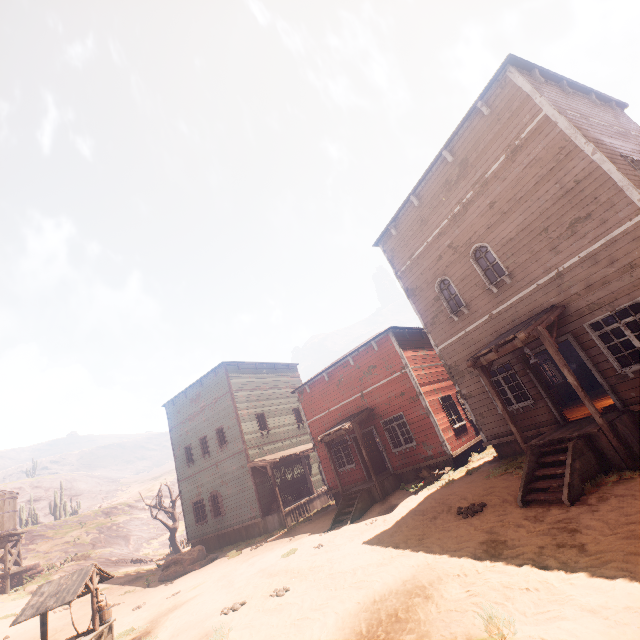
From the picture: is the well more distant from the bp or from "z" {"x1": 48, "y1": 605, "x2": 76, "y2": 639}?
the bp

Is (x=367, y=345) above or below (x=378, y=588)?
above

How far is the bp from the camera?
17.0 meters

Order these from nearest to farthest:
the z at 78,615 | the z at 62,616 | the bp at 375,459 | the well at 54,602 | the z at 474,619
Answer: the z at 474,619
the well at 54,602
the z at 62,616
the z at 78,615
the bp at 375,459

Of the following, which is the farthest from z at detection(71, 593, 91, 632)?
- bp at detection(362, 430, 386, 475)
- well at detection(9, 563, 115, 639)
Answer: bp at detection(362, 430, 386, 475)

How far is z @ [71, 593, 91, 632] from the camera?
13.00m

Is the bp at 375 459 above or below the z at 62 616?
above

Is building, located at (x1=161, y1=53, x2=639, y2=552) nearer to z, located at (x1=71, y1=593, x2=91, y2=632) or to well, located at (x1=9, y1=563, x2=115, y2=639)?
z, located at (x1=71, y1=593, x2=91, y2=632)
